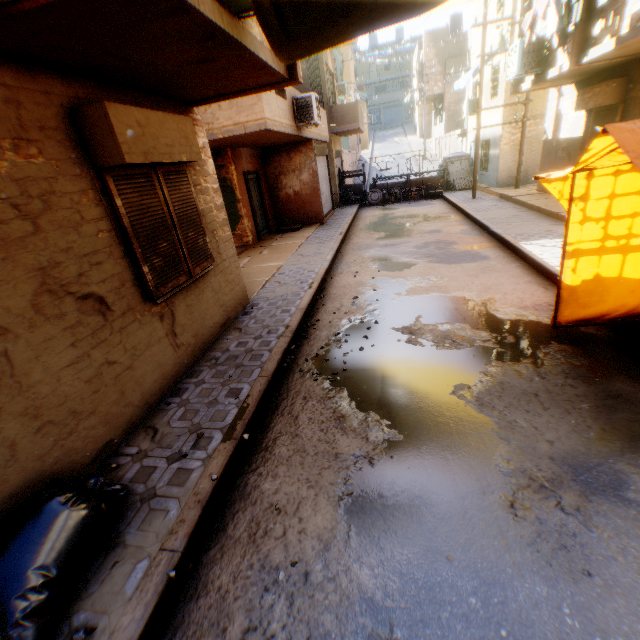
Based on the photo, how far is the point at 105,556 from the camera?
2.52m

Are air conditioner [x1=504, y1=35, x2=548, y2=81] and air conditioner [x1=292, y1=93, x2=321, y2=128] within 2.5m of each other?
no

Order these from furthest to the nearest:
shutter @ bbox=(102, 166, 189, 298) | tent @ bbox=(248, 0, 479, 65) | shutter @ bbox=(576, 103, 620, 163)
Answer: shutter @ bbox=(576, 103, 620, 163) → shutter @ bbox=(102, 166, 189, 298) → tent @ bbox=(248, 0, 479, 65)

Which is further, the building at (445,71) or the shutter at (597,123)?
the shutter at (597,123)

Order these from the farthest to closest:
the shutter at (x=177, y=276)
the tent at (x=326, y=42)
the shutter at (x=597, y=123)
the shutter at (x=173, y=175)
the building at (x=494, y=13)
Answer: the building at (x=494, y=13) → the shutter at (x=597, y=123) → the shutter at (x=173, y=175) → the shutter at (x=177, y=276) → the tent at (x=326, y=42)

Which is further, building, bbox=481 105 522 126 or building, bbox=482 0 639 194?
building, bbox=481 105 522 126

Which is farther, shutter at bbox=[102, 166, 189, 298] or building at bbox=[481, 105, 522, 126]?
building at bbox=[481, 105, 522, 126]

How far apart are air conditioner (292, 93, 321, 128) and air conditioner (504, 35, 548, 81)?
4.90m
